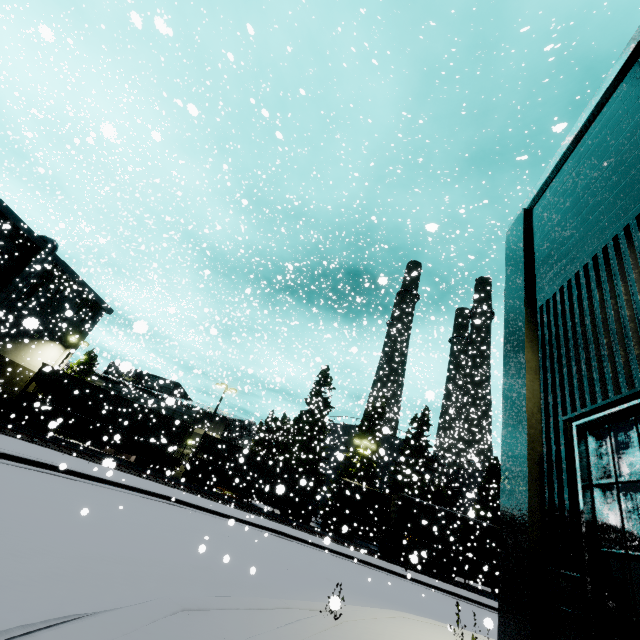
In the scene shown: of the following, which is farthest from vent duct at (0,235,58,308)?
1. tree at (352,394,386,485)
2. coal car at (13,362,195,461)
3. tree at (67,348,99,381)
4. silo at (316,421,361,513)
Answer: tree at (67,348,99,381)

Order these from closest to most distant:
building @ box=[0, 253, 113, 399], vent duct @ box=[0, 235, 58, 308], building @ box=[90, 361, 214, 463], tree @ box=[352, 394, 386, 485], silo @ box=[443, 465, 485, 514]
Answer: building @ box=[90, 361, 214, 463] → vent duct @ box=[0, 235, 58, 308] → building @ box=[0, 253, 113, 399] → tree @ box=[352, 394, 386, 485] → silo @ box=[443, 465, 485, 514]

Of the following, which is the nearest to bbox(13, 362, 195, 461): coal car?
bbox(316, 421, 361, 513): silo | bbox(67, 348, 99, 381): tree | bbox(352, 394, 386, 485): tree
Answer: bbox(316, 421, 361, 513): silo

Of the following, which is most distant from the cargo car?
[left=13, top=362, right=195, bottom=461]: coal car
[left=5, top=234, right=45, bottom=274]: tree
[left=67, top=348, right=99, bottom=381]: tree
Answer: [left=67, top=348, right=99, bottom=381]: tree

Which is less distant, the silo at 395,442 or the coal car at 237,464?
the coal car at 237,464

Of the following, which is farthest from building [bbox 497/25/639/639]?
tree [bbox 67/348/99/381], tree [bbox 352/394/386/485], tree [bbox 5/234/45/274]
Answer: tree [bbox 352/394/386/485]

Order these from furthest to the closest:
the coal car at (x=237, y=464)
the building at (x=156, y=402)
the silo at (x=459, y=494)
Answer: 1. the silo at (x=459, y=494)
2. the coal car at (x=237, y=464)
3. the building at (x=156, y=402)

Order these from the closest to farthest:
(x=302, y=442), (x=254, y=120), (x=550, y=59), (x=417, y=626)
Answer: (x=417, y=626) < (x=550, y=59) < (x=254, y=120) < (x=302, y=442)
